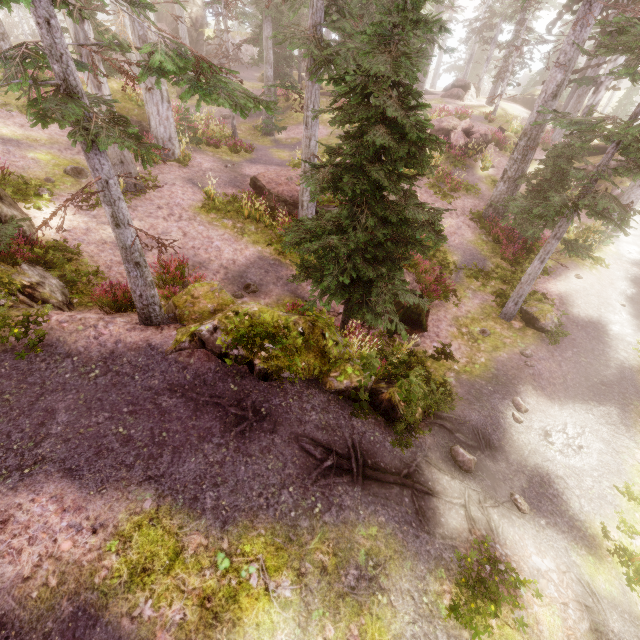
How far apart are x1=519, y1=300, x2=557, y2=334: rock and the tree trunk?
3.5 meters

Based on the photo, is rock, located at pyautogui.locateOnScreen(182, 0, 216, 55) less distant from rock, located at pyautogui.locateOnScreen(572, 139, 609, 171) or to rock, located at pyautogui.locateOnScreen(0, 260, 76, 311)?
rock, located at pyautogui.locateOnScreen(572, 139, 609, 171)

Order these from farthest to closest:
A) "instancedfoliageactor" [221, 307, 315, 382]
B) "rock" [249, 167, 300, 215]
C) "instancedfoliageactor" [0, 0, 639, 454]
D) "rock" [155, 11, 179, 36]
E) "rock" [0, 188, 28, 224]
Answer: "rock" [155, 11, 179, 36] < "rock" [249, 167, 300, 215] < "rock" [0, 188, 28, 224] < "instancedfoliageactor" [221, 307, 315, 382] < "instancedfoliageactor" [0, 0, 639, 454]

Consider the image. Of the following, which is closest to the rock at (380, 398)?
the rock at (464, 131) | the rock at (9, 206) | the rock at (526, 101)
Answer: the rock at (9, 206)

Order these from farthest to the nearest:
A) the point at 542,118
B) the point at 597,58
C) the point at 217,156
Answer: the point at 597,58 → the point at 217,156 → the point at 542,118

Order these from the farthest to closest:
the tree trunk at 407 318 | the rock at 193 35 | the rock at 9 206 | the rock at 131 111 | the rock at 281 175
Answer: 1. the rock at 193 35
2. the rock at 131 111
3. the rock at 281 175
4. the tree trunk at 407 318
5. the rock at 9 206

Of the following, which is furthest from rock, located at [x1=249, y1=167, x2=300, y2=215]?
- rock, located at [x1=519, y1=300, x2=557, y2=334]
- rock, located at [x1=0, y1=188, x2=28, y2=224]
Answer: rock, located at [x1=0, y1=188, x2=28, y2=224]

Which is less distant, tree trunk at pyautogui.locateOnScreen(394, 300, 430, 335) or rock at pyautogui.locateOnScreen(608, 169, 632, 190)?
tree trunk at pyautogui.locateOnScreen(394, 300, 430, 335)
